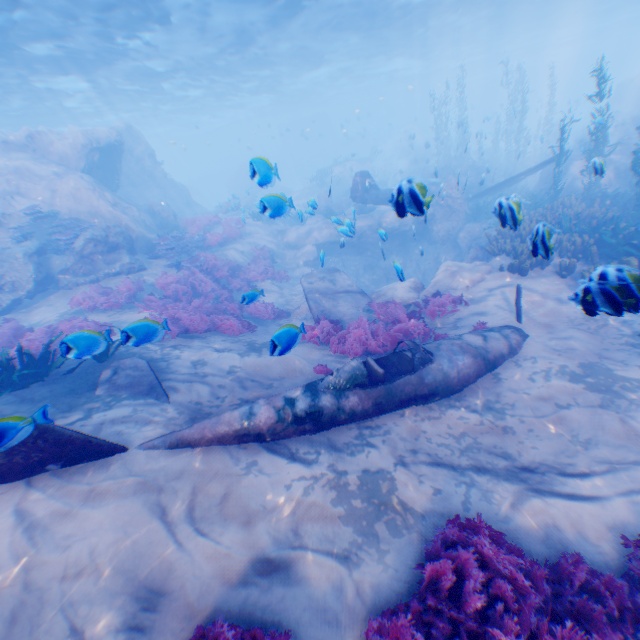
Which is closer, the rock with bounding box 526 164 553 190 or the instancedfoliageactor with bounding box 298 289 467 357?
the instancedfoliageactor with bounding box 298 289 467 357

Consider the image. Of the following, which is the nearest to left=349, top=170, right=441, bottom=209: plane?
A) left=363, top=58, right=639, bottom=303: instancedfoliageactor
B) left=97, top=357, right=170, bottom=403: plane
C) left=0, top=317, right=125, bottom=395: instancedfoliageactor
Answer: left=363, top=58, right=639, bottom=303: instancedfoliageactor

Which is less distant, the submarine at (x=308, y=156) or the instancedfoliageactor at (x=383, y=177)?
the instancedfoliageactor at (x=383, y=177)

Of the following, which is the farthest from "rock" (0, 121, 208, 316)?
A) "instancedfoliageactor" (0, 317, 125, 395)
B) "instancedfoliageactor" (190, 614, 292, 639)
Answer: "instancedfoliageactor" (190, 614, 292, 639)

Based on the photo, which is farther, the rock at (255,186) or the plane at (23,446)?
the rock at (255,186)

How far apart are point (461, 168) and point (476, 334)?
21.3 meters

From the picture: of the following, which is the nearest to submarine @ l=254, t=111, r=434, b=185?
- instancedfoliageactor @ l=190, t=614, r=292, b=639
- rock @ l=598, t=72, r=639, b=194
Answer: rock @ l=598, t=72, r=639, b=194

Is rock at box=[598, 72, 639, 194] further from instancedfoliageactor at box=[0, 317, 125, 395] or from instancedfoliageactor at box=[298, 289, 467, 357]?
instancedfoliageactor at box=[0, 317, 125, 395]
